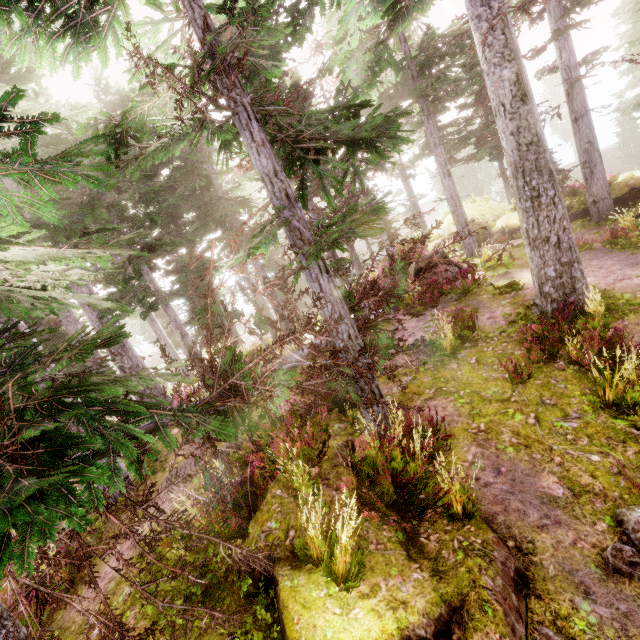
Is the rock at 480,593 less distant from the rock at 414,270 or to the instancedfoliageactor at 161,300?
the instancedfoliageactor at 161,300

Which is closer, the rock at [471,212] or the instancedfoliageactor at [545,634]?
the instancedfoliageactor at [545,634]

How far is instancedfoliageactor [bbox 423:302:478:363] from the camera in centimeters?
888cm

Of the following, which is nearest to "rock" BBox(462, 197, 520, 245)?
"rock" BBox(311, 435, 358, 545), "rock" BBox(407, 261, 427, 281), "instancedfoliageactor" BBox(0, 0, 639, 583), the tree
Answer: "instancedfoliageactor" BBox(0, 0, 639, 583)

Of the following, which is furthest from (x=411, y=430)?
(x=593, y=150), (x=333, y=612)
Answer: (x=593, y=150)

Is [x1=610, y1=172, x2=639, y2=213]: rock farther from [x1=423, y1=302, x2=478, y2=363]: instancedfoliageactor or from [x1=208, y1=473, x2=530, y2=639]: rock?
[x1=208, y1=473, x2=530, y2=639]: rock

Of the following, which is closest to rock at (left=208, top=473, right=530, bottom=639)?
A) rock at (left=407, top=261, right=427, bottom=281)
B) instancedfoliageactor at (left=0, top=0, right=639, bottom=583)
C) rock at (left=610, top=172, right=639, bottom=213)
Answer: instancedfoliageactor at (left=0, top=0, right=639, bottom=583)
